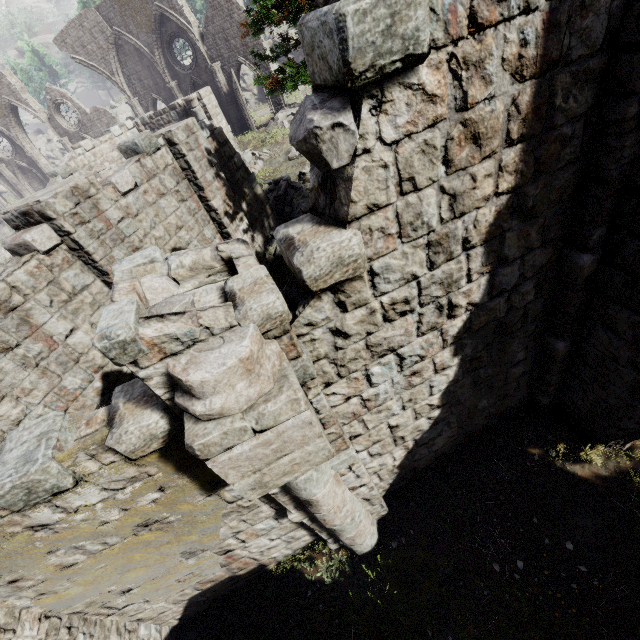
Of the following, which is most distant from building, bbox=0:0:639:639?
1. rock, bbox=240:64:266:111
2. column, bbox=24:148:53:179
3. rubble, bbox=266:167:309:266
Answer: column, bbox=24:148:53:179

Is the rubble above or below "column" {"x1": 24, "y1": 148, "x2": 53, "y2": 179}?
below

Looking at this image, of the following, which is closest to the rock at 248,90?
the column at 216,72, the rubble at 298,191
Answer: the column at 216,72

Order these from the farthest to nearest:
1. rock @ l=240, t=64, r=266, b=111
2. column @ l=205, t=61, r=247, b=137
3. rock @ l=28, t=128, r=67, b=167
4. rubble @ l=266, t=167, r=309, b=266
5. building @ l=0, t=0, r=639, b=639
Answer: rock @ l=28, t=128, r=67, b=167 → rock @ l=240, t=64, r=266, b=111 → column @ l=205, t=61, r=247, b=137 → rubble @ l=266, t=167, r=309, b=266 → building @ l=0, t=0, r=639, b=639

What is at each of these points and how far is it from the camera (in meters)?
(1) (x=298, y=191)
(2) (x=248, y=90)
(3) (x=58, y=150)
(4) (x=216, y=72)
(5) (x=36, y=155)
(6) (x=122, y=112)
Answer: (1) rubble, 14.88
(2) rock, 34.31
(3) rock, 43.41
(4) column, 21.75
(5) column, 28.47
(6) rock, 39.59

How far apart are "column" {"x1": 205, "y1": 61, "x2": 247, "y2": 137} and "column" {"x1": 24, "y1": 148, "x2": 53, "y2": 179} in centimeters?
1797cm

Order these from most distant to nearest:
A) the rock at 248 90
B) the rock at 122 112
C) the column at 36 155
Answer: the rock at 122 112
the rock at 248 90
the column at 36 155

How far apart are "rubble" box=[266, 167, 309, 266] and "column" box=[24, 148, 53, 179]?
26.70m
